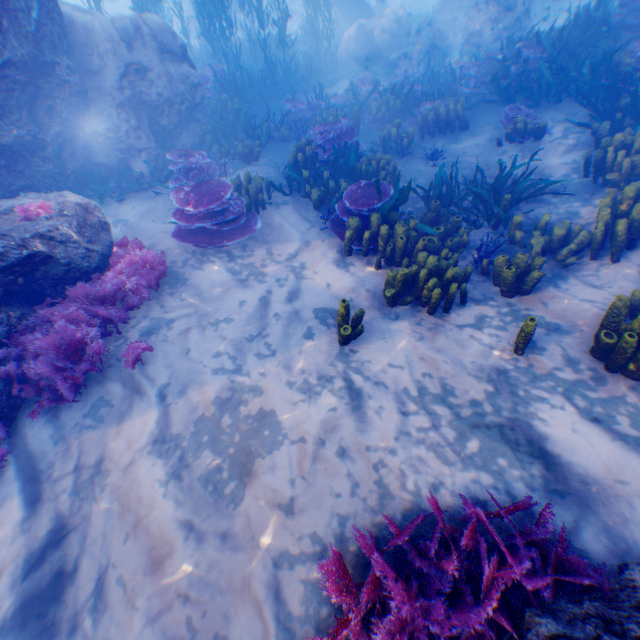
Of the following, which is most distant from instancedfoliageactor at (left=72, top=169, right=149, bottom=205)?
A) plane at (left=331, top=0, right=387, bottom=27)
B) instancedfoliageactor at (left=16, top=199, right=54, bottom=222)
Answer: instancedfoliageactor at (left=16, top=199, right=54, bottom=222)

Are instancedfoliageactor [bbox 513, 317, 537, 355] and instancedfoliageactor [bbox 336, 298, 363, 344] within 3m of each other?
yes

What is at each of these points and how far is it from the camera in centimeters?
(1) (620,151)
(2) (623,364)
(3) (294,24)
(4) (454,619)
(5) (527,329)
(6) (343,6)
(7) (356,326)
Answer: (1) instancedfoliageactor, 513cm
(2) instancedfoliageactor, 342cm
(3) rock, 2580cm
(4) instancedfoliageactor, 219cm
(5) instancedfoliageactor, 364cm
(6) plane, 1692cm
(7) instancedfoliageactor, 432cm

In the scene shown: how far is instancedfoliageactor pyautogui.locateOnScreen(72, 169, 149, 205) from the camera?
7.2 meters

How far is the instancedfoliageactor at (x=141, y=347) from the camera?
4.3m

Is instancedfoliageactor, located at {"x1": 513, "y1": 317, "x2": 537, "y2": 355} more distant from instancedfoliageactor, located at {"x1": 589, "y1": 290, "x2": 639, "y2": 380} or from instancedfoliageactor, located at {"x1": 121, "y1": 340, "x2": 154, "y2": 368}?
instancedfoliageactor, located at {"x1": 121, "y1": 340, "x2": 154, "y2": 368}

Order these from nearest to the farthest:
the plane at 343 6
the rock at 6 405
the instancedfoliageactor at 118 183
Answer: the rock at 6 405
the instancedfoliageactor at 118 183
the plane at 343 6

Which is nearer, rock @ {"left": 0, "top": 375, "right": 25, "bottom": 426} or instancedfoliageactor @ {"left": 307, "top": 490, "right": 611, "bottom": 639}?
instancedfoliageactor @ {"left": 307, "top": 490, "right": 611, "bottom": 639}
